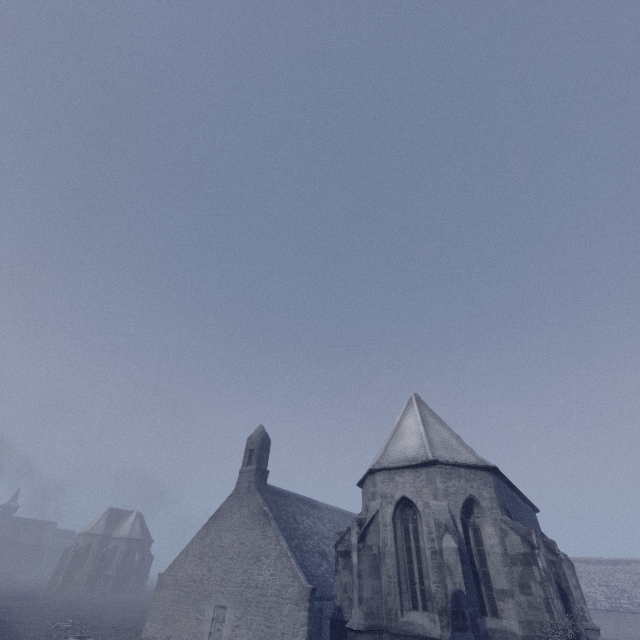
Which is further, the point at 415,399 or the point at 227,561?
the point at 227,561

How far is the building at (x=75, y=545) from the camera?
52.5m

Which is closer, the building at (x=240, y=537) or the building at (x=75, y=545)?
the building at (x=240, y=537)

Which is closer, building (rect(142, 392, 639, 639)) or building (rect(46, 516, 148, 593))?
building (rect(142, 392, 639, 639))

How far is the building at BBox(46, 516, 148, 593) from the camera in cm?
5253
